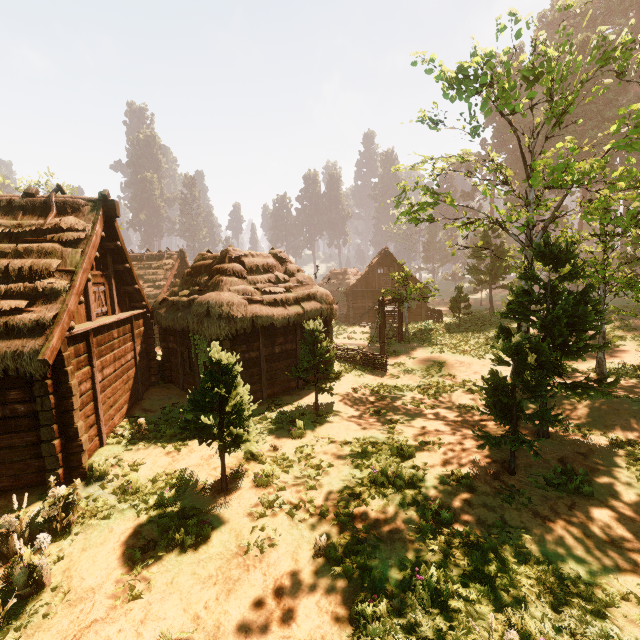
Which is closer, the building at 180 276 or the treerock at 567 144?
the building at 180 276

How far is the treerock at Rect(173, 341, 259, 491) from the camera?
7.31m

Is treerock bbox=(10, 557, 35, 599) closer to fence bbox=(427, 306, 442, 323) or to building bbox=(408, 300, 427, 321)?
building bbox=(408, 300, 427, 321)

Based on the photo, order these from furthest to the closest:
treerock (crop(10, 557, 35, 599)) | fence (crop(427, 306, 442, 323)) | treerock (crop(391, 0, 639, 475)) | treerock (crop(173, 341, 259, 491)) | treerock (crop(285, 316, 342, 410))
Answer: fence (crop(427, 306, 442, 323)) → treerock (crop(285, 316, 342, 410)) → treerock (crop(391, 0, 639, 475)) → treerock (crop(173, 341, 259, 491)) → treerock (crop(10, 557, 35, 599))

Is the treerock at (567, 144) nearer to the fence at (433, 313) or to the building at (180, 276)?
the building at (180, 276)

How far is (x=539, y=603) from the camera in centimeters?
502cm

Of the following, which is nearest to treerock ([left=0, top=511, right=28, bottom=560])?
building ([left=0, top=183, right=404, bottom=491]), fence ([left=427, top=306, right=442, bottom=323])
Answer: building ([left=0, top=183, right=404, bottom=491])
